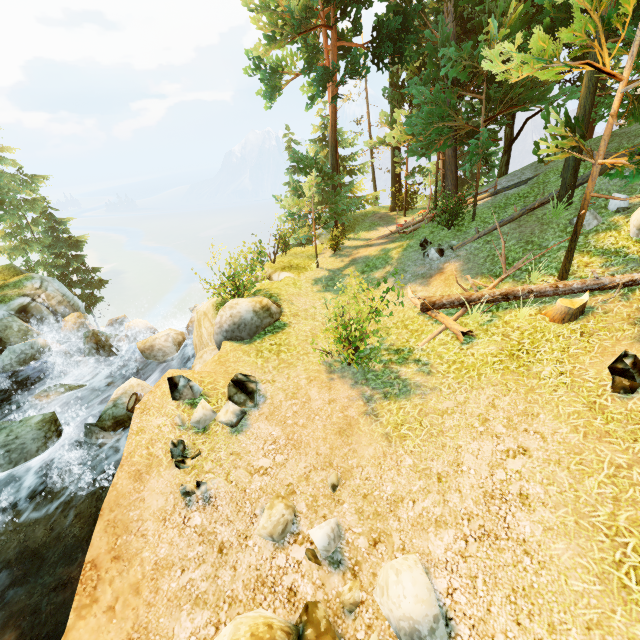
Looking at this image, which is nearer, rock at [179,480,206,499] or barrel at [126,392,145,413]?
rock at [179,480,206,499]

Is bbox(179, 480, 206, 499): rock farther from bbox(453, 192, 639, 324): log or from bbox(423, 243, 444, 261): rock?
bbox(423, 243, 444, 261): rock

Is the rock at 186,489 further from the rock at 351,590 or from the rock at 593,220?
the rock at 593,220

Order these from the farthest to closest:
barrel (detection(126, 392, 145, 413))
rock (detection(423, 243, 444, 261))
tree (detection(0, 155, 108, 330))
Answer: tree (detection(0, 155, 108, 330)) < rock (detection(423, 243, 444, 261)) < barrel (detection(126, 392, 145, 413))

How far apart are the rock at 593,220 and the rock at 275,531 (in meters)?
10.80

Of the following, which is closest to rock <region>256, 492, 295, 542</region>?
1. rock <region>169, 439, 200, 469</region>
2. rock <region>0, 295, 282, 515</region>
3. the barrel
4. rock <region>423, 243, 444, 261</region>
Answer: rock <region>169, 439, 200, 469</region>

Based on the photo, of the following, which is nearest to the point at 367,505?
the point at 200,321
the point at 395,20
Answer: Answer: the point at 200,321

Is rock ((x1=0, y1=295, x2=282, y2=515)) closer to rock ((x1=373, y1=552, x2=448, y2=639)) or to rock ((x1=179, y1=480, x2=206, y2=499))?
rock ((x1=179, y1=480, x2=206, y2=499))
